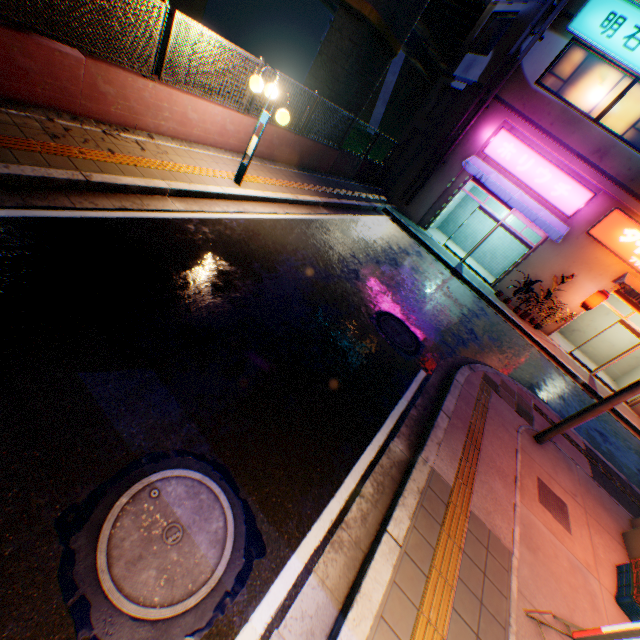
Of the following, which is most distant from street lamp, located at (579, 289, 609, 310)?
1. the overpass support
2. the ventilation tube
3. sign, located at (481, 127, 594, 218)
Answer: the overpass support

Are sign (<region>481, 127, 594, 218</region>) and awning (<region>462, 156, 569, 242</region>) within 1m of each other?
yes

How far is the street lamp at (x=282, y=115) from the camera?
6.4 meters

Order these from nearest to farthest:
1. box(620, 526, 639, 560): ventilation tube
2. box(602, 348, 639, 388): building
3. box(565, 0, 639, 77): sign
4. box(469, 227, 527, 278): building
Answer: box(620, 526, 639, 560): ventilation tube < box(565, 0, 639, 77): sign < box(602, 348, 639, 388): building < box(469, 227, 527, 278): building

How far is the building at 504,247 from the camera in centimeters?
1709cm

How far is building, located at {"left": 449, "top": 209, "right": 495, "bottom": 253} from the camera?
17.5 meters

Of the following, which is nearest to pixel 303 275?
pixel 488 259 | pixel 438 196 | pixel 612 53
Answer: pixel 438 196

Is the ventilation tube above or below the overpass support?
below
